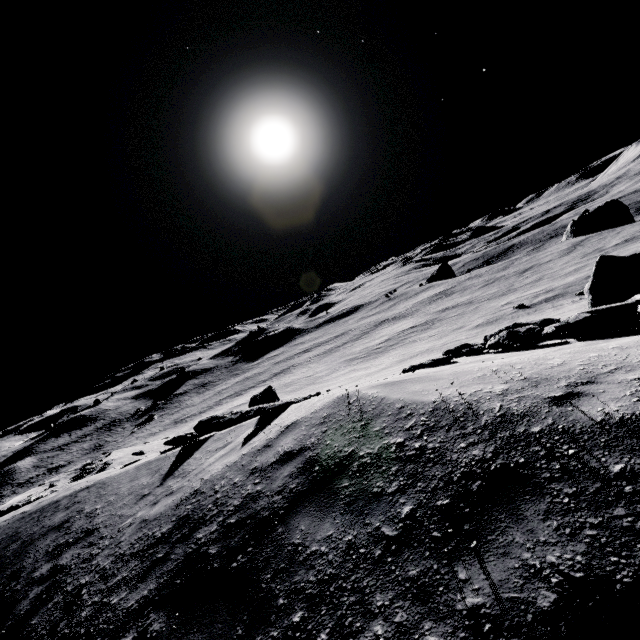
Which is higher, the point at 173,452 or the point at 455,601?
the point at 455,601
